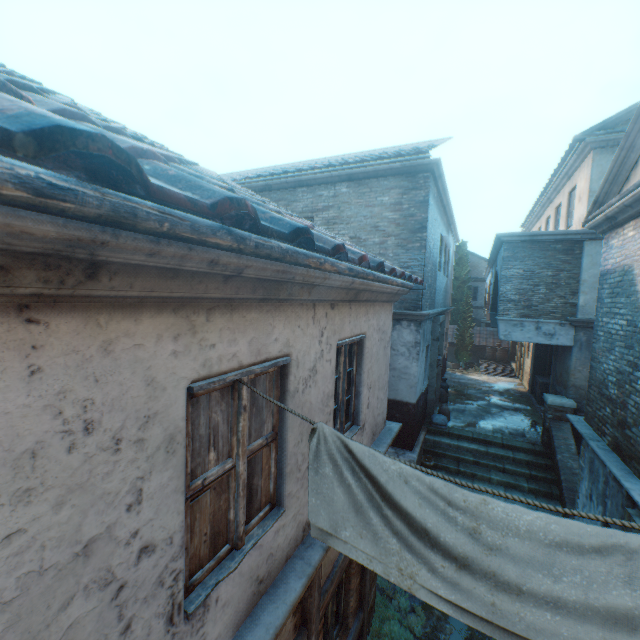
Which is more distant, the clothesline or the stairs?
the stairs

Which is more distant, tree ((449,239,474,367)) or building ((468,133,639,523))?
tree ((449,239,474,367))

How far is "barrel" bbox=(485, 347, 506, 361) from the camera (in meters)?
23.78

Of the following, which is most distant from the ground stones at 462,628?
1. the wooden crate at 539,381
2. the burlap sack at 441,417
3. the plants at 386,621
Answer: the wooden crate at 539,381

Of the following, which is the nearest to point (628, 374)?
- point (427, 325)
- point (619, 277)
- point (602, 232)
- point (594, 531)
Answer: point (619, 277)

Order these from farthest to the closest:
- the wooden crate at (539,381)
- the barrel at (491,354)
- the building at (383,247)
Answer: the barrel at (491,354), the wooden crate at (539,381), the building at (383,247)

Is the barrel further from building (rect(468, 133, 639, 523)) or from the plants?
the plants

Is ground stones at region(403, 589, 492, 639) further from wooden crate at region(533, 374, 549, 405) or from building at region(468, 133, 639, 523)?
wooden crate at region(533, 374, 549, 405)
